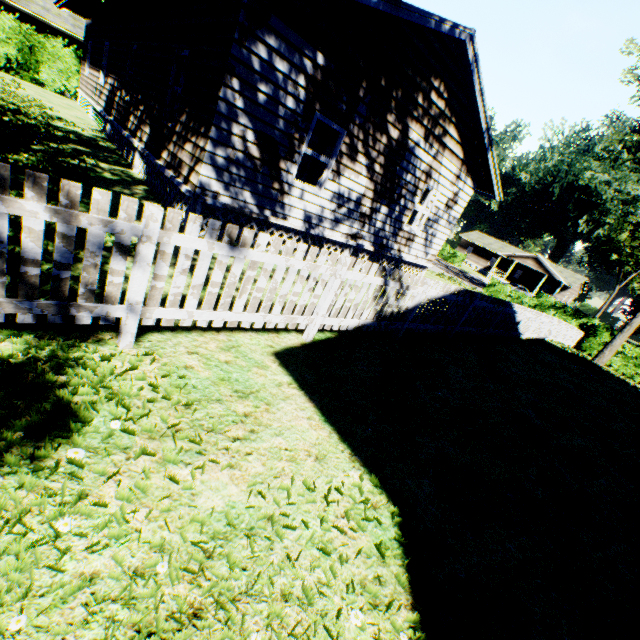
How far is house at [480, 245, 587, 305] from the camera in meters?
49.8

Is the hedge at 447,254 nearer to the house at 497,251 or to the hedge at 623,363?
the house at 497,251

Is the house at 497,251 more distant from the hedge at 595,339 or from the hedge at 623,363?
the hedge at 623,363

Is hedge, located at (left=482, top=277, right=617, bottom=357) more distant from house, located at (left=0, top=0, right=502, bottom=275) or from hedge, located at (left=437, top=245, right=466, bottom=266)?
house, located at (left=0, top=0, right=502, bottom=275)

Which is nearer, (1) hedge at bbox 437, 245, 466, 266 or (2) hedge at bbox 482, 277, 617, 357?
(2) hedge at bbox 482, 277, 617, 357

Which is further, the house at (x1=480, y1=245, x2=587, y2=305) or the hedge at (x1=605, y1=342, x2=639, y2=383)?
the house at (x1=480, y1=245, x2=587, y2=305)

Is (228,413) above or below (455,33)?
below

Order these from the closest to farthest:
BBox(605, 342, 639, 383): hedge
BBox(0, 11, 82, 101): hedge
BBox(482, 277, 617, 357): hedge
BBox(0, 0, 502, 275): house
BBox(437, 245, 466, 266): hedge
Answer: BBox(0, 0, 502, 275): house < BBox(0, 11, 82, 101): hedge < BBox(605, 342, 639, 383): hedge < BBox(482, 277, 617, 357): hedge < BBox(437, 245, 466, 266): hedge
